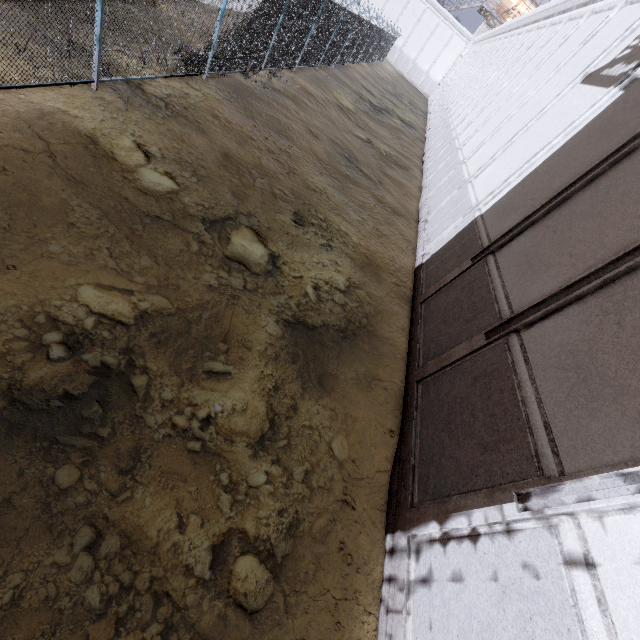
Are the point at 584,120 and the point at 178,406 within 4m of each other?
no
